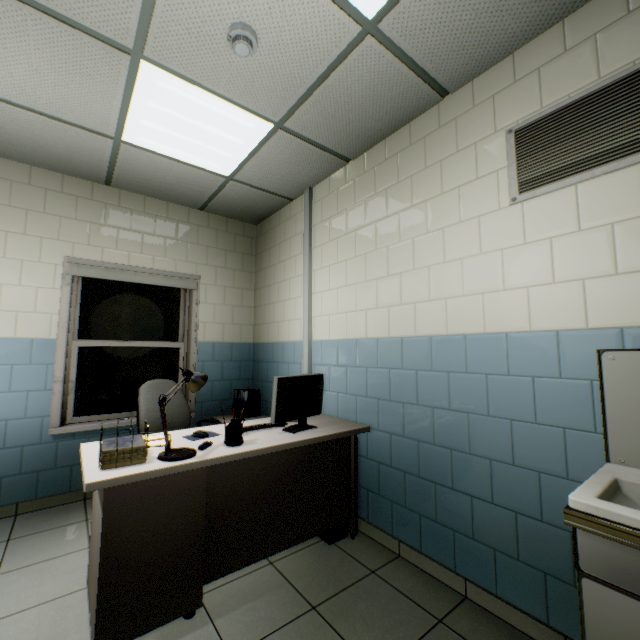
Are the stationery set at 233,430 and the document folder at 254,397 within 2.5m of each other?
yes

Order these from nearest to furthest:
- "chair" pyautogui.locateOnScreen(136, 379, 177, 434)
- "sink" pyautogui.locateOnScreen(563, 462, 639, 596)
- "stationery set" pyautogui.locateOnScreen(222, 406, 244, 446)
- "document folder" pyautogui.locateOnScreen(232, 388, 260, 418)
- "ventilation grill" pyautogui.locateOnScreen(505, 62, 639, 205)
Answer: "sink" pyautogui.locateOnScreen(563, 462, 639, 596)
"ventilation grill" pyautogui.locateOnScreen(505, 62, 639, 205)
"stationery set" pyautogui.locateOnScreen(222, 406, 244, 446)
"chair" pyautogui.locateOnScreen(136, 379, 177, 434)
"document folder" pyautogui.locateOnScreen(232, 388, 260, 418)

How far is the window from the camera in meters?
3.3

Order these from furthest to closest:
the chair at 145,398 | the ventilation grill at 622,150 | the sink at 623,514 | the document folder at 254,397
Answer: the document folder at 254,397, the chair at 145,398, the ventilation grill at 622,150, the sink at 623,514

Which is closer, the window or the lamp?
the lamp

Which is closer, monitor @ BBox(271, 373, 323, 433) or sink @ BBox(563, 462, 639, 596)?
sink @ BBox(563, 462, 639, 596)

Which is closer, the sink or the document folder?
the sink

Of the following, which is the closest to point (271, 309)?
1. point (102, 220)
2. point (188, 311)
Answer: point (188, 311)
